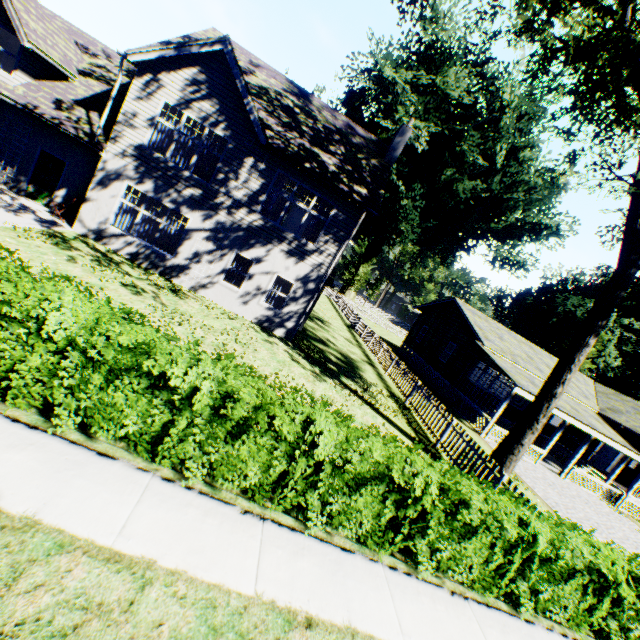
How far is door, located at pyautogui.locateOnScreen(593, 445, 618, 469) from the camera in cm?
2280

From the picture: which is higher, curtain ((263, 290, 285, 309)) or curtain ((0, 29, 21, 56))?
curtain ((0, 29, 21, 56))

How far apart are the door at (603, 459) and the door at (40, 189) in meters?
36.0 m

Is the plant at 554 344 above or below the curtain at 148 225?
above

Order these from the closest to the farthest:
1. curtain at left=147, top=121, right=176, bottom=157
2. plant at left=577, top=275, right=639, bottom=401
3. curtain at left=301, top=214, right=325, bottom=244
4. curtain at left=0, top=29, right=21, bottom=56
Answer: curtain at left=0, top=29, right=21, bottom=56, curtain at left=147, top=121, right=176, bottom=157, curtain at left=301, top=214, right=325, bottom=244, plant at left=577, top=275, right=639, bottom=401

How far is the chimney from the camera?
16.7m

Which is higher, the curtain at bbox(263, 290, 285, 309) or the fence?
the curtain at bbox(263, 290, 285, 309)

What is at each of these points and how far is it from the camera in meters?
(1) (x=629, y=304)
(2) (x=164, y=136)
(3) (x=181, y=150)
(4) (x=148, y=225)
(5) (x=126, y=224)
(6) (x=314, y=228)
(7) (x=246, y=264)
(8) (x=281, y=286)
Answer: (1) plant, 46.8 m
(2) curtain, 12.9 m
(3) curtain, 13.1 m
(4) curtain, 13.6 m
(5) curtain, 13.6 m
(6) curtain, 14.4 m
(7) curtain, 14.3 m
(8) curtain, 14.7 m
